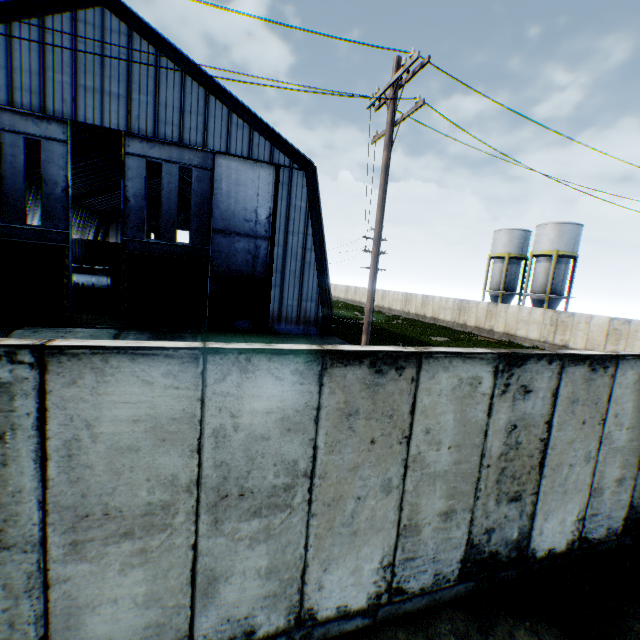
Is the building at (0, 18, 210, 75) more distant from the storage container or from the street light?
the street light

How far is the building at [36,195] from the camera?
26.56m

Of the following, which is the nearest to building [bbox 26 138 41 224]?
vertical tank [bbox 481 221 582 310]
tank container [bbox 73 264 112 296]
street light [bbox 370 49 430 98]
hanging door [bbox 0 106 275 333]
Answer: hanging door [bbox 0 106 275 333]

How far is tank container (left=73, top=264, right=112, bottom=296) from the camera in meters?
31.3

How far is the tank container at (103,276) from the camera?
31.3 meters

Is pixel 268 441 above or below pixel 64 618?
above

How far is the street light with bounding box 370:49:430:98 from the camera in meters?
6.9 m

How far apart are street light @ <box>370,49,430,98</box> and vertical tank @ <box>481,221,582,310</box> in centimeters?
3325cm
